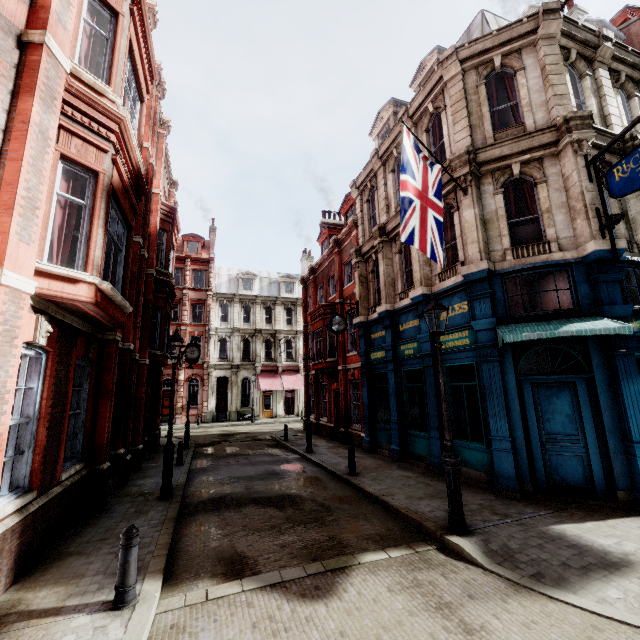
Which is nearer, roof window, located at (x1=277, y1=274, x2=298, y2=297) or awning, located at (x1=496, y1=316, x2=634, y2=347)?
awning, located at (x1=496, y1=316, x2=634, y2=347)

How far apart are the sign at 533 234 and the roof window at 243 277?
31.9m

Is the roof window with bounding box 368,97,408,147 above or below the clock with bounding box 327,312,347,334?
above

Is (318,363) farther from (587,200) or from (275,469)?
(587,200)

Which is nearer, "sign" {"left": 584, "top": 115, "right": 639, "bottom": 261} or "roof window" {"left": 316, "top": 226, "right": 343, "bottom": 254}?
"sign" {"left": 584, "top": 115, "right": 639, "bottom": 261}

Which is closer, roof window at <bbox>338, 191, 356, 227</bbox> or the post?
the post

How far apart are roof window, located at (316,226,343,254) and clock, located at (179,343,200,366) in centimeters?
1090cm

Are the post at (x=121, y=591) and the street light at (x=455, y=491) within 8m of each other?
yes
